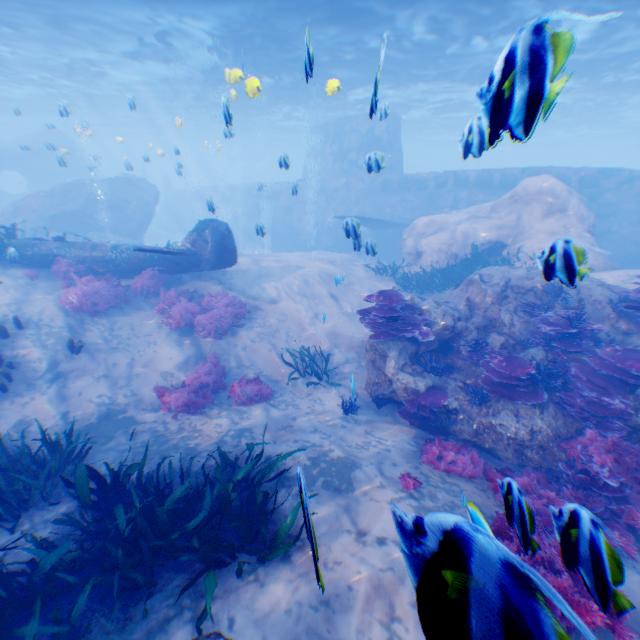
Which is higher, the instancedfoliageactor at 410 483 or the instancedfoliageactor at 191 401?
the instancedfoliageactor at 410 483

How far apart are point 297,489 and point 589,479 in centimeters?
480cm

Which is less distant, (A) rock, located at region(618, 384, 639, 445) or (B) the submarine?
(A) rock, located at region(618, 384, 639, 445)

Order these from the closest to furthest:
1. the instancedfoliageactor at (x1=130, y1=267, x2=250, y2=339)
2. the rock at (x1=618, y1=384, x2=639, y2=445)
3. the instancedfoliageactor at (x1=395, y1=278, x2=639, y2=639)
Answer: the instancedfoliageactor at (x1=395, y1=278, x2=639, y2=639) < the rock at (x1=618, y1=384, x2=639, y2=445) < the instancedfoliageactor at (x1=130, y1=267, x2=250, y2=339)

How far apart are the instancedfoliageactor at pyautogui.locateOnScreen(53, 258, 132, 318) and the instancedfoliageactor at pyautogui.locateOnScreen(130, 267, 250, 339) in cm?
65

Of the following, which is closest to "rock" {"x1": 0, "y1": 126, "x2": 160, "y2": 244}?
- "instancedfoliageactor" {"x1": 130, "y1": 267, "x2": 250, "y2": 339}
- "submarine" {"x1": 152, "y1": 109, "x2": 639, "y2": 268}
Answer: "submarine" {"x1": 152, "y1": 109, "x2": 639, "y2": 268}

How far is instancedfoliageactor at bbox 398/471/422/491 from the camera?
5.2 meters

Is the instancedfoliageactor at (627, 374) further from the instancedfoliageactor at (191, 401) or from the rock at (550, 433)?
the instancedfoliageactor at (191, 401)
